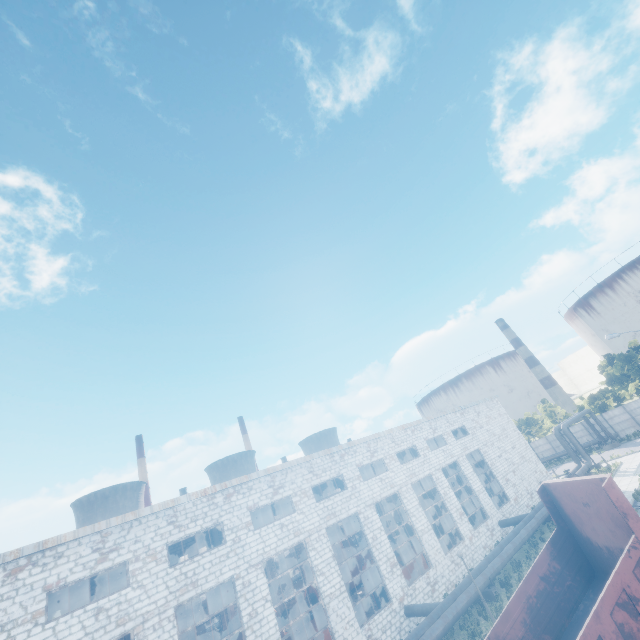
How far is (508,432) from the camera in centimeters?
3828cm

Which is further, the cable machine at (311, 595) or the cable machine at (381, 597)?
the cable machine at (311, 595)

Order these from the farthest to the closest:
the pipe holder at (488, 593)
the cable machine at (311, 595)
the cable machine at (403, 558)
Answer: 1. the cable machine at (311, 595)
2. the cable machine at (403, 558)
3. the pipe holder at (488, 593)

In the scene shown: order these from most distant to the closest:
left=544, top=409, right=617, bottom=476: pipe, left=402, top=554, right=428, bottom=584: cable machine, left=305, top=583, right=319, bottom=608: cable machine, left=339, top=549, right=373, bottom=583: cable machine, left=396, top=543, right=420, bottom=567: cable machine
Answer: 1. left=544, top=409, right=617, bottom=476: pipe
2. left=339, top=549, right=373, bottom=583: cable machine
3. left=305, top=583, right=319, bottom=608: cable machine
4. left=396, top=543, right=420, bottom=567: cable machine
5. left=402, top=554, right=428, bottom=584: cable machine

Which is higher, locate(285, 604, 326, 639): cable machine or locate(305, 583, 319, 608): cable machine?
locate(285, 604, 326, 639): cable machine

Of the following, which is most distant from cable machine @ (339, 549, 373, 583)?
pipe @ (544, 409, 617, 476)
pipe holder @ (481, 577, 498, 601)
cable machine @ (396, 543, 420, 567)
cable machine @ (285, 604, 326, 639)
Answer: pipe @ (544, 409, 617, 476)

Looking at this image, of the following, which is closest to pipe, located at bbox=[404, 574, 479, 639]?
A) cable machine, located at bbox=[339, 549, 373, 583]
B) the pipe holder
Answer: the pipe holder

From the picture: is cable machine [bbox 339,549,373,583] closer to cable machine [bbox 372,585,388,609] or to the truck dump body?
cable machine [bbox 372,585,388,609]
